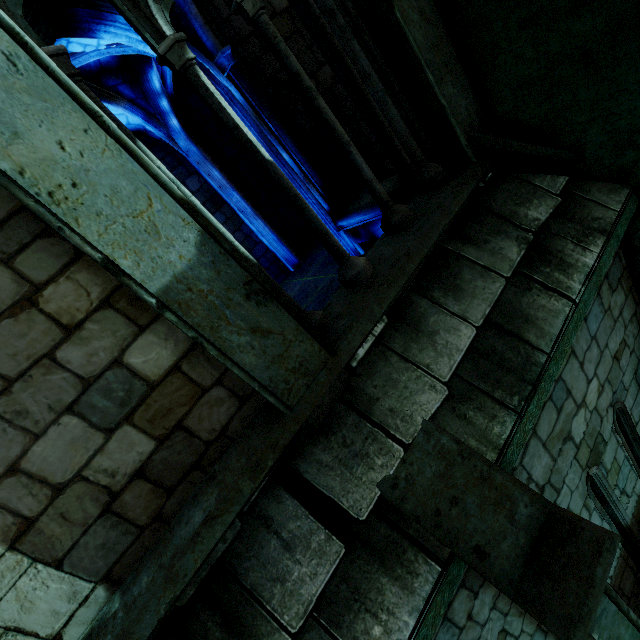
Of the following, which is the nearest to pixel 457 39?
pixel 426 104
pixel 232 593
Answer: pixel 426 104

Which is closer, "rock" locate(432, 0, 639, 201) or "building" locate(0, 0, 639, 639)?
"building" locate(0, 0, 639, 639)

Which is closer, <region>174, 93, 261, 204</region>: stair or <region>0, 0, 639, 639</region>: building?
<region>0, 0, 639, 639</region>: building

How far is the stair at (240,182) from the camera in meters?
7.9

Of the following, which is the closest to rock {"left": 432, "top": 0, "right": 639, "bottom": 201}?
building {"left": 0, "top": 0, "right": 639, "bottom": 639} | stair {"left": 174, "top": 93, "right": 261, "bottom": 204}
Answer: building {"left": 0, "top": 0, "right": 639, "bottom": 639}

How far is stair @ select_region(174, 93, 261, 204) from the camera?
7.88m

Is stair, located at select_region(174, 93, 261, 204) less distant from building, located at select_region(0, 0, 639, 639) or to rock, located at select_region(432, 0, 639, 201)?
building, located at select_region(0, 0, 639, 639)

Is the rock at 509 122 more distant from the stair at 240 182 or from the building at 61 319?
the stair at 240 182
